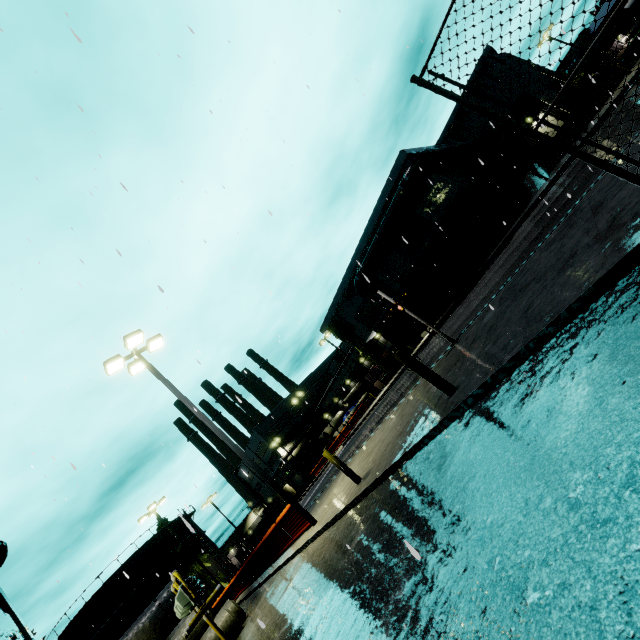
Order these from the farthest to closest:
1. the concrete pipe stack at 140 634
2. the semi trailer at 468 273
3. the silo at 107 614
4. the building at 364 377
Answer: the building at 364 377 → the silo at 107 614 → the semi trailer at 468 273 → the concrete pipe stack at 140 634

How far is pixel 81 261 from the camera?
5.92m

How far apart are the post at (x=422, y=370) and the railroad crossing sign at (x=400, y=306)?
3.8 meters

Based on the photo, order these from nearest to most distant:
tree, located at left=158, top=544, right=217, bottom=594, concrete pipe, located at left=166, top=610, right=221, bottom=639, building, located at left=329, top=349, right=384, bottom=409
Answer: concrete pipe, located at left=166, top=610, right=221, bottom=639, tree, located at left=158, top=544, right=217, bottom=594, building, located at left=329, top=349, right=384, bottom=409

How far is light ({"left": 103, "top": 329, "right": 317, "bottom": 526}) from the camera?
11.3 meters

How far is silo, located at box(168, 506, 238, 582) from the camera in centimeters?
4153cm

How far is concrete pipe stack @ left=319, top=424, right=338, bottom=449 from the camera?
54.1m
